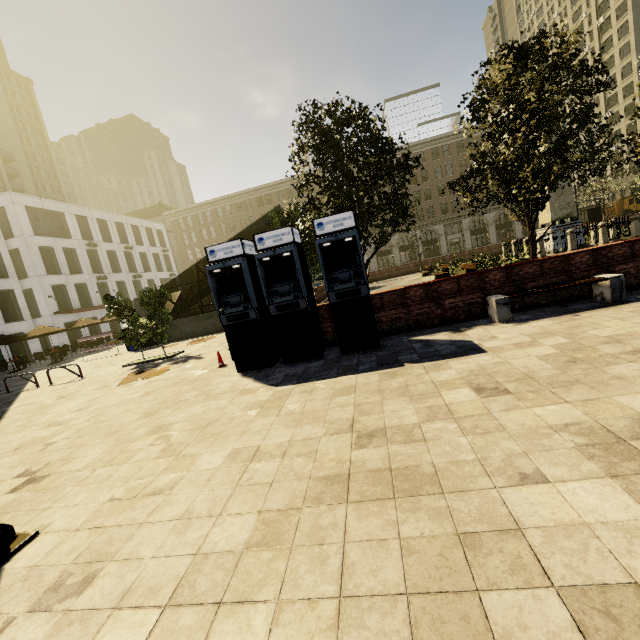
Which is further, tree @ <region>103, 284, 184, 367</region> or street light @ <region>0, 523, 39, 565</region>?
tree @ <region>103, 284, 184, 367</region>

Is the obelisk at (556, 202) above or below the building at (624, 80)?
below

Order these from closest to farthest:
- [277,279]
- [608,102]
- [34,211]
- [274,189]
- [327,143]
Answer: [277,279] < [327,143] < [34,211] < [608,102] < [274,189]

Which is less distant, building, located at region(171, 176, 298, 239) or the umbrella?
the umbrella

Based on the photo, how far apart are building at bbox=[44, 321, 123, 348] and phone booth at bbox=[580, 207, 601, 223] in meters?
54.9 m

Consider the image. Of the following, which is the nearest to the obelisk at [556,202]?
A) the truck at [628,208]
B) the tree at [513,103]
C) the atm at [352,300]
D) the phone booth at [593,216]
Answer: the tree at [513,103]

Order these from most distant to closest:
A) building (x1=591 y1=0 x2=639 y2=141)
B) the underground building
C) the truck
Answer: building (x1=591 y1=0 x2=639 y2=141)
the truck
the underground building

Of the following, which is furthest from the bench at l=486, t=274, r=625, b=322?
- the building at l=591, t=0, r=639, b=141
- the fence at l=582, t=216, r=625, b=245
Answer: the building at l=591, t=0, r=639, b=141
